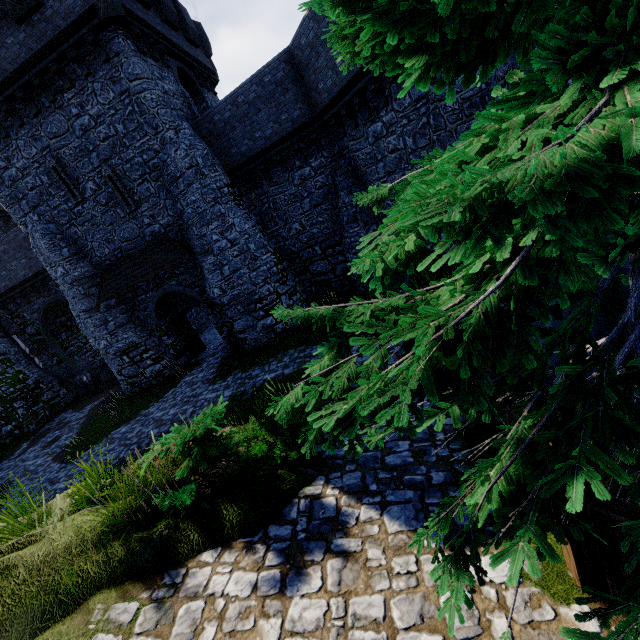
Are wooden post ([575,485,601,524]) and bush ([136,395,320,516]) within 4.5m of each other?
yes

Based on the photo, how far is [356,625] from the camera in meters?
3.1 m

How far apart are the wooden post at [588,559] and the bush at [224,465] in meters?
3.4 m

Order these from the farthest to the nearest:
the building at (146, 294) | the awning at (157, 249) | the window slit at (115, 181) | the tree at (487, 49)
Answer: the building at (146, 294), the awning at (157, 249), the window slit at (115, 181), the tree at (487, 49)

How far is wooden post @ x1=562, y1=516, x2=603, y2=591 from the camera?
2.53m

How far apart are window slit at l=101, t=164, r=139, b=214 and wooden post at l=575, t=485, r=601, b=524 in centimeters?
1745cm

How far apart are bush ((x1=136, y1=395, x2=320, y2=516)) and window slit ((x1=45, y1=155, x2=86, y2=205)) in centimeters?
1486cm

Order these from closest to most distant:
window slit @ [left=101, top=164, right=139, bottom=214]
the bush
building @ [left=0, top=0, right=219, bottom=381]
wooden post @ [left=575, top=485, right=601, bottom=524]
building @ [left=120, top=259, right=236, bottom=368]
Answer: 1. wooden post @ [left=575, top=485, right=601, bottom=524]
2. the bush
3. building @ [left=0, top=0, right=219, bottom=381]
4. window slit @ [left=101, top=164, right=139, bottom=214]
5. building @ [left=120, top=259, right=236, bottom=368]
